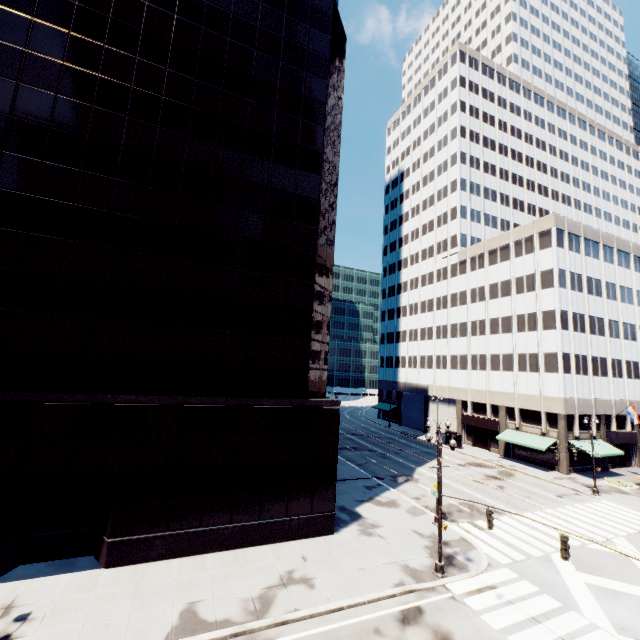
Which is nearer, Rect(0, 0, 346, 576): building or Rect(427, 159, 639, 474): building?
Rect(0, 0, 346, 576): building

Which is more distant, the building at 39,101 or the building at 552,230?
the building at 552,230

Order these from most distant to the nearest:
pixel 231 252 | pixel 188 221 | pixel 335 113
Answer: pixel 335 113 → pixel 231 252 → pixel 188 221
